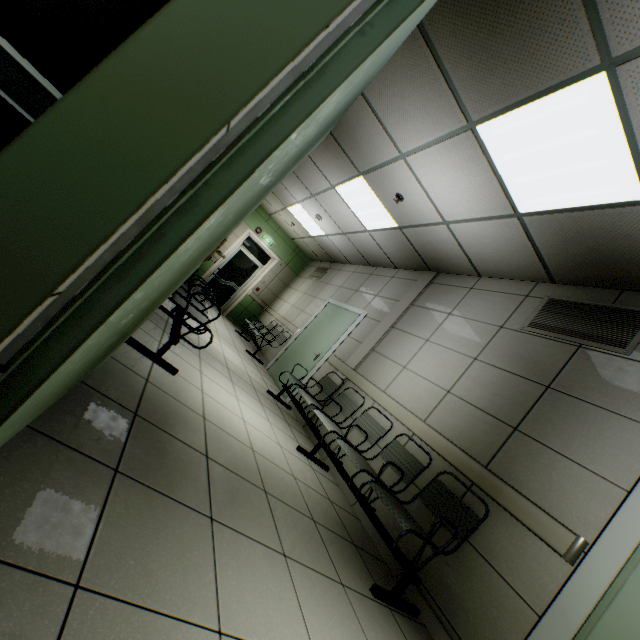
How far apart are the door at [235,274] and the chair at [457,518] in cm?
791

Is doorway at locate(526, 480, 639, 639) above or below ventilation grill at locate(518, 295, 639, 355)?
below

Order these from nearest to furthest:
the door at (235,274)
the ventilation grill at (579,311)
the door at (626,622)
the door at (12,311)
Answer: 1. the door at (12,311)
2. the door at (626,622)
3. the ventilation grill at (579,311)
4. the door at (235,274)

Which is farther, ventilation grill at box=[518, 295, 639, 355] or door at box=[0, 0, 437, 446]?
ventilation grill at box=[518, 295, 639, 355]

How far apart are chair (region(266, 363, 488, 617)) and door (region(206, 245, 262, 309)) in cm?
791

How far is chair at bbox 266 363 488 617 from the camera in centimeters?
222cm

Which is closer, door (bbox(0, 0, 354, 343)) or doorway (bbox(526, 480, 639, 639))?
door (bbox(0, 0, 354, 343))

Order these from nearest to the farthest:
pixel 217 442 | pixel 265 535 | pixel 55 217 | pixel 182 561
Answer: pixel 55 217
pixel 182 561
pixel 265 535
pixel 217 442
